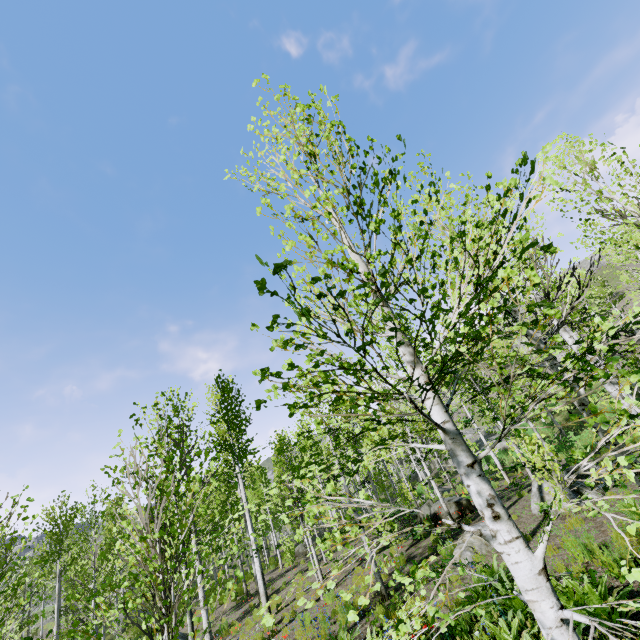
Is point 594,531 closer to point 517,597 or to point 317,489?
point 517,597
